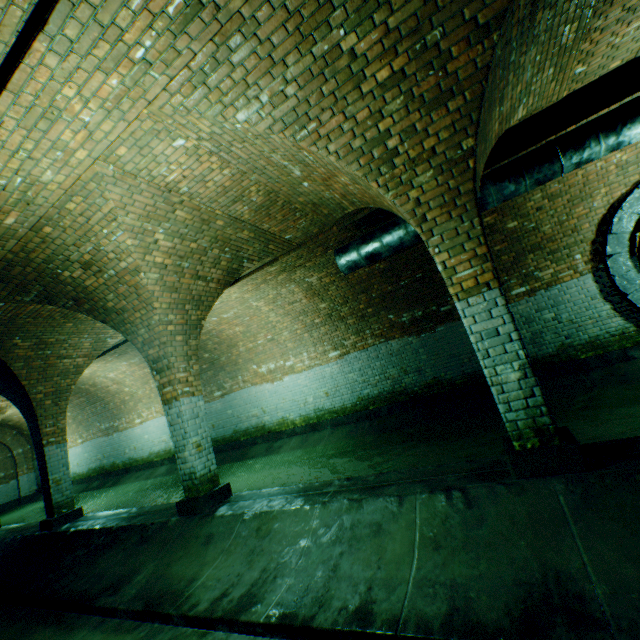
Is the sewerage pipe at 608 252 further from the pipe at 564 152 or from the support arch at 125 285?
the support arch at 125 285

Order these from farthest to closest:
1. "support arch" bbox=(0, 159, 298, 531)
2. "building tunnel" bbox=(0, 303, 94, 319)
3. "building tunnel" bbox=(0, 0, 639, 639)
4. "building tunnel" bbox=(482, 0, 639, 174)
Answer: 1. "building tunnel" bbox=(0, 303, 94, 319)
2. "support arch" bbox=(0, 159, 298, 531)
3. "building tunnel" bbox=(482, 0, 639, 174)
4. "building tunnel" bbox=(0, 0, 639, 639)

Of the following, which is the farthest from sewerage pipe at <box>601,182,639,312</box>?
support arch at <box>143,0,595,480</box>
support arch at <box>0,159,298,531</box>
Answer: support arch at <box>0,159,298,531</box>

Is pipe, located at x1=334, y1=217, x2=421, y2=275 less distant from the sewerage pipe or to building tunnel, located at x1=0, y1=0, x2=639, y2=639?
building tunnel, located at x1=0, y1=0, x2=639, y2=639

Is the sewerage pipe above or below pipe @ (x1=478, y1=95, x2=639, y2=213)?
below

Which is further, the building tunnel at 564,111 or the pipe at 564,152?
the pipe at 564,152

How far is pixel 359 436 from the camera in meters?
8.4

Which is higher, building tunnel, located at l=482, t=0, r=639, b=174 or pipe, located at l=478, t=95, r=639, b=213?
building tunnel, located at l=482, t=0, r=639, b=174
